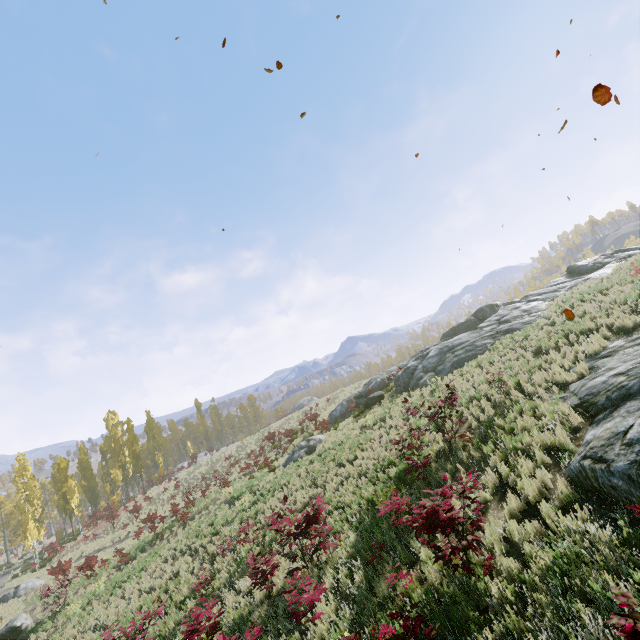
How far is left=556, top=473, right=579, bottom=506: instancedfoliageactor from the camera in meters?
6.1 m

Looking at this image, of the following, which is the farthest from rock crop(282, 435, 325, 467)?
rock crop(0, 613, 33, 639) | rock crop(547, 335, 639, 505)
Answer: rock crop(547, 335, 639, 505)

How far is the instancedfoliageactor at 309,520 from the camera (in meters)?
8.26

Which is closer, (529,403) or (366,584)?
(366,584)

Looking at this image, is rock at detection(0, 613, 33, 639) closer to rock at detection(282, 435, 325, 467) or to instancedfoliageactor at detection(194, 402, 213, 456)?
instancedfoliageactor at detection(194, 402, 213, 456)

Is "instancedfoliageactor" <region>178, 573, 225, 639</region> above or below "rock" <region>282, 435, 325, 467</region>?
below

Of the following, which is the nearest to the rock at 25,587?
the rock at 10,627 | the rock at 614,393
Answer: the rock at 10,627
